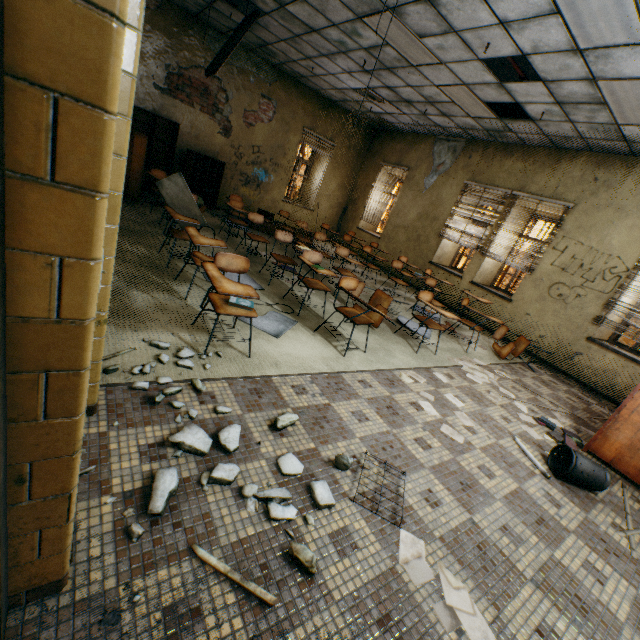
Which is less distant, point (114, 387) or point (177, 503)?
point (177, 503)

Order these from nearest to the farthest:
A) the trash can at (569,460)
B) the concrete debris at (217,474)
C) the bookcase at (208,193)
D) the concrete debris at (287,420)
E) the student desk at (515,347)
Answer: the concrete debris at (217,474)
the concrete debris at (287,420)
the trash can at (569,460)
the student desk at (515,347)
the bookcase at (208,193)

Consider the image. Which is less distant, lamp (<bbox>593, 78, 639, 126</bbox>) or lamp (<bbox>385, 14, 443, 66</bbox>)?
lamp (<bbox>593, 78, 639, 126</bbox>)

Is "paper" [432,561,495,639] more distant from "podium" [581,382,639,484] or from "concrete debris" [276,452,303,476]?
"podium" [581,382,639,484]

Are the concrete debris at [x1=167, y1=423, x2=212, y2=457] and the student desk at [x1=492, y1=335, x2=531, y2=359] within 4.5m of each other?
no

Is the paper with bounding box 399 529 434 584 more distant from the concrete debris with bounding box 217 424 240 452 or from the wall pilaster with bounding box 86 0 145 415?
the wall pilaster with bounding box 86 0 145 415

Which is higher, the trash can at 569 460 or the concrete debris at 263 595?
the trash can at 569 460

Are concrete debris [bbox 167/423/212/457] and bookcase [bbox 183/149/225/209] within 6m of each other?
no
